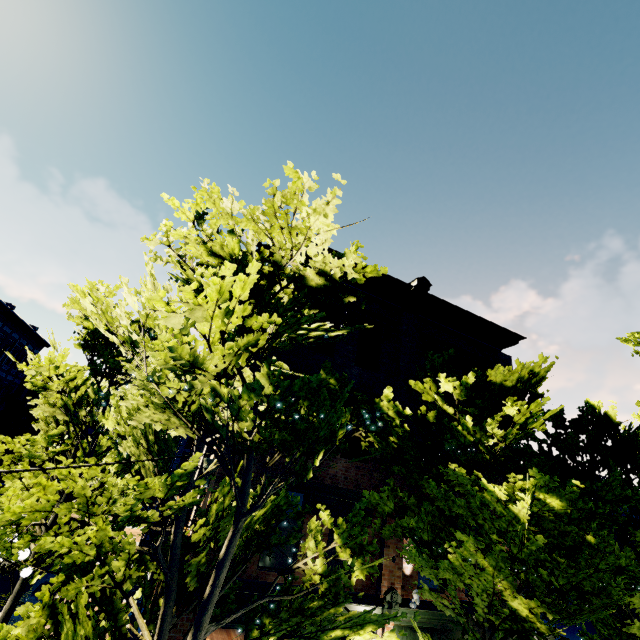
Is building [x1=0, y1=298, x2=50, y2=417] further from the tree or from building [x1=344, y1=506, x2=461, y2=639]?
building [x1=344, y1=506, x2=461, y2=639]

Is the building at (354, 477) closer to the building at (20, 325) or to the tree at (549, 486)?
the tree at (549, 486)

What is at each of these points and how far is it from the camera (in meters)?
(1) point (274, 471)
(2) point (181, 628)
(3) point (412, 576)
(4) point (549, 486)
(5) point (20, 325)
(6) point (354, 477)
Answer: (1) building, 8.91
(2) building, 6.91
(3) building, 9.43
(4) tree, 7.32
(5) building, 26.44
(6) building, 9.77

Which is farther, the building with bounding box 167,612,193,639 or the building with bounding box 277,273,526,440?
the building with bounding box 277,273,526,440

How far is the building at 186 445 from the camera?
10.64m

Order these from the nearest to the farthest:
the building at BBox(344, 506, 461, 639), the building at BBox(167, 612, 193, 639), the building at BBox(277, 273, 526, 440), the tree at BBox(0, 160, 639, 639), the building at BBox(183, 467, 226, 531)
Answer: the tree at BBox(0, 160, 639, 639), the building at BBox(167, 612, 193, 639), the building at BBox(183, 467, 226, 531), the building at BBox(344, 506, 461, 639), the building at BBox(277, 273, 526, 440)

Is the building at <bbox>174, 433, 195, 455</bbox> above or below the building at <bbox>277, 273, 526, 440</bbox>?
below

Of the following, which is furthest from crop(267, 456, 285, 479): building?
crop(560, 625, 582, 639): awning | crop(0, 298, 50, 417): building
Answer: crop(0, 298, 50, 417): building
